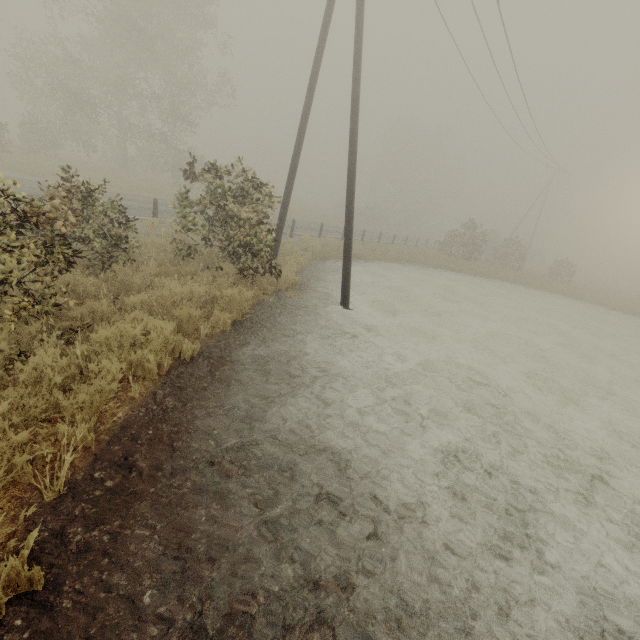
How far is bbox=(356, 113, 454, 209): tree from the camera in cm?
5247

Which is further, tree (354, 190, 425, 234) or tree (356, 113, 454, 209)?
tree (356, 113, 454, 209)

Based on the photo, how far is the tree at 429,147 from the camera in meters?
52.5 m

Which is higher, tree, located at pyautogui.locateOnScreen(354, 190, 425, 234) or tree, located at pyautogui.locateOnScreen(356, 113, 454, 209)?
tree, located at pyautogui.locateOnScreen(356, 113, 454, 209)

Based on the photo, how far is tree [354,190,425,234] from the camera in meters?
47.7 m

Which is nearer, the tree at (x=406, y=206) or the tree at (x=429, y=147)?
the tree at (x=406, y=206)

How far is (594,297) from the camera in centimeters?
2678cm
